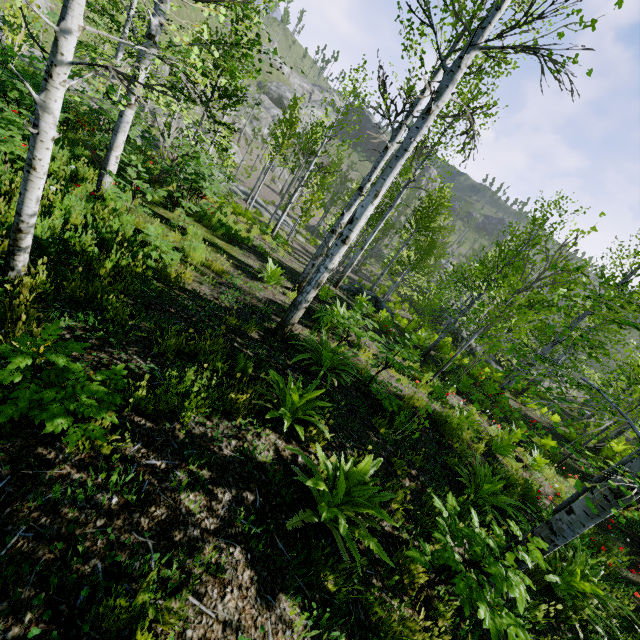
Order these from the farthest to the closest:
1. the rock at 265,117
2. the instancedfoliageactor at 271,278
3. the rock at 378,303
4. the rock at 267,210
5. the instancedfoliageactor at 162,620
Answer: the rock at 265,117, the rock at 267,210, the rock at 378,303, the instancedfoliageactor at 271,278, the instancedfoliageactor at 162,620

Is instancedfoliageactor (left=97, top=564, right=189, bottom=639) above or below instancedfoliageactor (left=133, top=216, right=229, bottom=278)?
above

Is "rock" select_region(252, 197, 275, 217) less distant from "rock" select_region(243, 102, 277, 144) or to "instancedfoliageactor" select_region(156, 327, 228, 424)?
"instancedfoliageactor" select_region(156, 327, 228, 424)

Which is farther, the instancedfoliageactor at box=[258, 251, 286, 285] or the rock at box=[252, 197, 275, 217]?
the rock at box=[252, 197, 275, 217]

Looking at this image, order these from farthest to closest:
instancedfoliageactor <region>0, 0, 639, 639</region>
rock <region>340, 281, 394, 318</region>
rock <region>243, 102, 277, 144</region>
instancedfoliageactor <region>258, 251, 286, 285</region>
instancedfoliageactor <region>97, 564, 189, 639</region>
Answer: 1. rock <region>243, 102, 277, 144</region>
2. rock <region>340, 281, 394, 318</region>
3. instancedfoliageactor <region>258, 251, 286, 285</region>
4. instancedfoliageactor <region>0, 0, 639, 639</region>
5. instancedfoliageactor <region>97, 564, 189, 639</region>

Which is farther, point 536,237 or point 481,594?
point 536,237

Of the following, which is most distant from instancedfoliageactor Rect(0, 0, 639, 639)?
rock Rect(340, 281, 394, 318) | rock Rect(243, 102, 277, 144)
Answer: rock Rect(243, 102, 277, 144)

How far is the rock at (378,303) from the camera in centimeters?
1656cm
